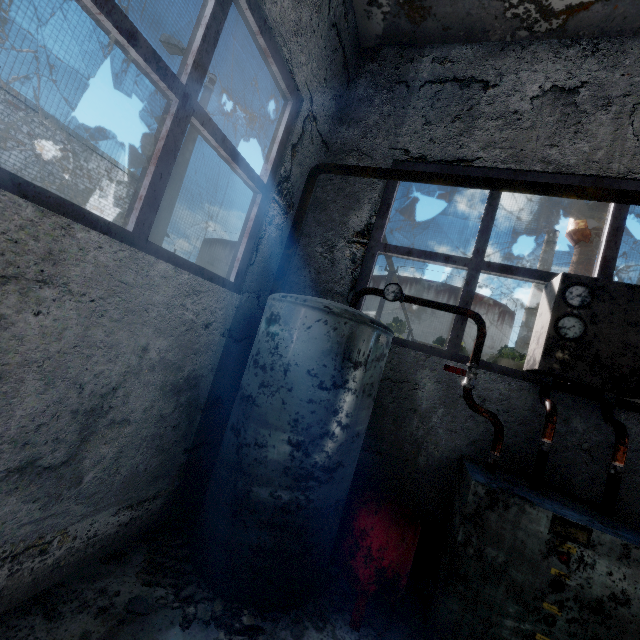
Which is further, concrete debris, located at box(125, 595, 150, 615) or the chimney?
the chimney

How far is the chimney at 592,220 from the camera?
58.5 meters

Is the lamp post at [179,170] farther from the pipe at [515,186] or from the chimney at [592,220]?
the chimney at [592,220]

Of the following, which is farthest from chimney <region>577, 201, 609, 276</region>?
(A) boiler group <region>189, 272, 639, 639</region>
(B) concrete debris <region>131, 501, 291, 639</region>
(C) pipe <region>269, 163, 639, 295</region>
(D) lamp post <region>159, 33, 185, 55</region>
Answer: (C) pipe <region>269, 163, 639, 295</region>

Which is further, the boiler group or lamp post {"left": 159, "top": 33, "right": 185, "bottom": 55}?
lamp post {"left": 159, "top": 33, "right": 185, "bottom": 55}

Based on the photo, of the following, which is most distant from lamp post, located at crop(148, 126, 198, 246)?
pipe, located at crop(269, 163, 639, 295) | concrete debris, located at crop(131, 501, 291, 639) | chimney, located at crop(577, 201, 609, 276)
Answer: chimney, located at crop(577, 201, 609, 276)

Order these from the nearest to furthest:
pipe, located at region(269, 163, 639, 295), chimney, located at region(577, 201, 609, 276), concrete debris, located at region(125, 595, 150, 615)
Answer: concrete debris, located at region(125, 595, 150, 615) < pipe, located at region(269, 163, 639, 295) < chimney, located at region(577, 201, 609, 276)

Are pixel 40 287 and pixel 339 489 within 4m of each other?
yes
